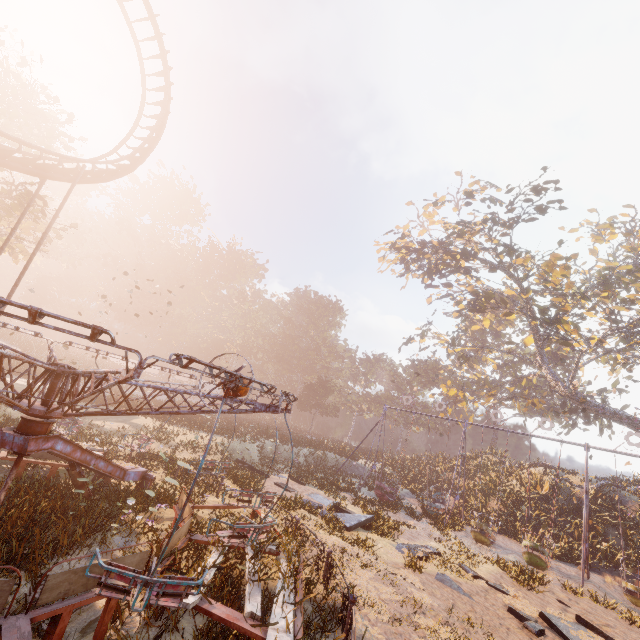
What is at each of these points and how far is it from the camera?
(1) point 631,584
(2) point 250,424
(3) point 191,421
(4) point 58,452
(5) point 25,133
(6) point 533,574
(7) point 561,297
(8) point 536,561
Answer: (1) swing, 13.59m
(2) instancedfoliageactor, 34.34m
(3) instancedfoliageactor, 24.77m
(4) merry-go-round, 6.89m
(5) tree, 22.03m
(6) instancedfoliageactor, 12.79m
(7) tree, 28.31m
(8) swing, 14.77m

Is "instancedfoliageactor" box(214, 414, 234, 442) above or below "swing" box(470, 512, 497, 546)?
above

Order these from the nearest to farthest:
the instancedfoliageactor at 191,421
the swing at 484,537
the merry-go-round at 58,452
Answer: the merry-go-round at 58,452 → the swing at 484,537 → the instancedfoliageactor at 191,421

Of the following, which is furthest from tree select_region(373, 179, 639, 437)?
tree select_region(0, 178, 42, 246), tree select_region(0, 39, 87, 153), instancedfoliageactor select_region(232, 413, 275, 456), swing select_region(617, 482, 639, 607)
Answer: tree select_region(0, 39, 87, 153)

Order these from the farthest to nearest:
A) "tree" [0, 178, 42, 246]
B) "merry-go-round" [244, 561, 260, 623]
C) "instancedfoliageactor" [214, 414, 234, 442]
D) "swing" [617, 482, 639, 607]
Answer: "instancedfoliageactor" [214, 414, 234, 442] → "tree" [0, 178, 42, 246] → "swing" [617, 482, 639, 607] → "merry-go-round" [244, 561, 260, 623]

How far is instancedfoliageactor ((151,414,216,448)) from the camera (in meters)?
17.98

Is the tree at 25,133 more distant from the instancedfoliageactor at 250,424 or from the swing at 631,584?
the swing at 631,584

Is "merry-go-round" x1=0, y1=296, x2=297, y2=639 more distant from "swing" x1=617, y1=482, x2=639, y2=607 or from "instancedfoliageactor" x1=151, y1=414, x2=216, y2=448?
"instancedfoliageactor" x1=151, y1=414, x2=216, y2=448
